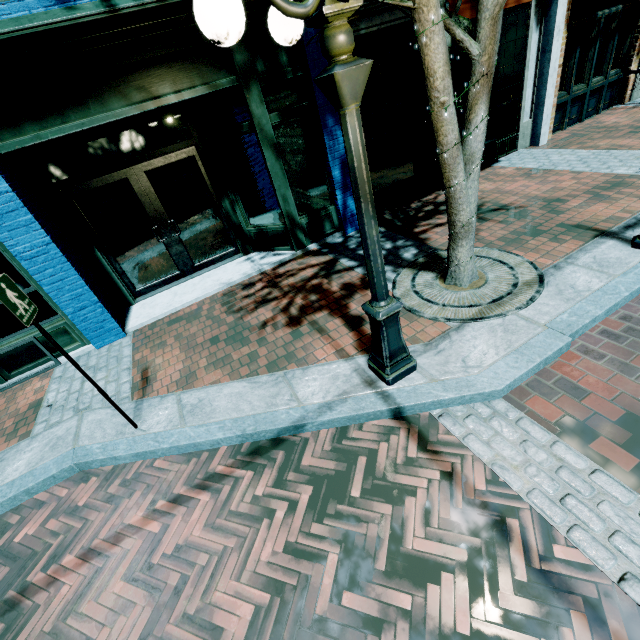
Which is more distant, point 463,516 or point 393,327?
point 393,327

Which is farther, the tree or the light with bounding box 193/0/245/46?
the tree

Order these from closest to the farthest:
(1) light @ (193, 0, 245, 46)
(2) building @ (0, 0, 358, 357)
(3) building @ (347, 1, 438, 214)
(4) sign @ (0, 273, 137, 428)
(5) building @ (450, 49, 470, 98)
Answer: (1) light @ (193, 0, 245, 46) < (4) sign @ (0, 273, 137, 428) < (2) building @ (0, 0, 358, 357) < (3) building @ (347, 1, 438, 214) < (5) building @ (450, 49, 470, 98)

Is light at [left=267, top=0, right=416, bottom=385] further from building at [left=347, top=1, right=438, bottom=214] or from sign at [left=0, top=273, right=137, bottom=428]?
building at [left=347, top=1, right=438, bottom=214]

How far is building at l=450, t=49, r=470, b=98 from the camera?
6.8 meters

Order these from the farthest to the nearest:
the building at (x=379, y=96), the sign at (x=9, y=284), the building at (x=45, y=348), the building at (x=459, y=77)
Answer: the building at (x=459, y=77) < the building at (x=379, y=96) < the building at (x=45, y=348) < the sign at (x=9, y=284)

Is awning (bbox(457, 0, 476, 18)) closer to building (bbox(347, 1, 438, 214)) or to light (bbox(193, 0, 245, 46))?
building (bbox(347, 1, 438, 214))

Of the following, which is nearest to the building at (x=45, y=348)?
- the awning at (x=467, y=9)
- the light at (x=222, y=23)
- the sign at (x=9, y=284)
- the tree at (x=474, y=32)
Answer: the awning at (x=467, y=9)
